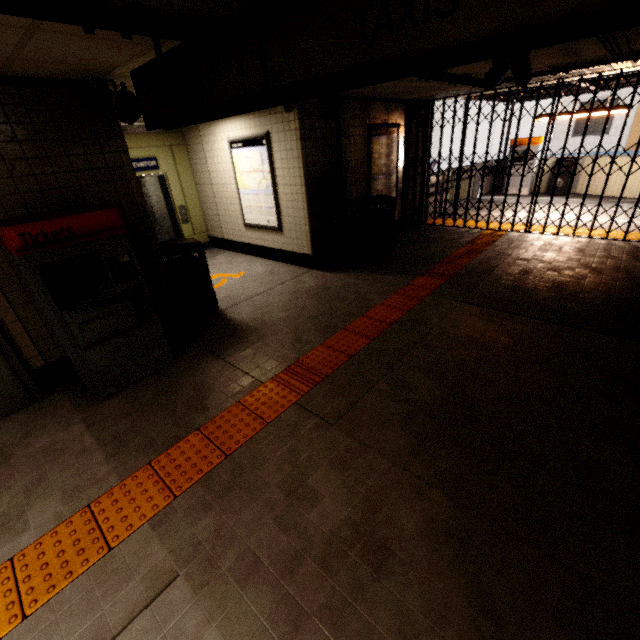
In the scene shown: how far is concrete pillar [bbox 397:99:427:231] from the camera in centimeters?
756cm

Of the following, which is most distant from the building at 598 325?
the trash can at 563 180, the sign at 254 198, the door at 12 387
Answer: the trash can at 563 180

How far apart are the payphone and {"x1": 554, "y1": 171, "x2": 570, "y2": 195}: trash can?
9.49m

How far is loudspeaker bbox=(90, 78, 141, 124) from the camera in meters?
3.1 m

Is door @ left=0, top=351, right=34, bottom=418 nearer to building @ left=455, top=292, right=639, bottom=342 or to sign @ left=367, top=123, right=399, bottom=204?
building @ left=455, top=292, right=639, bottom=342

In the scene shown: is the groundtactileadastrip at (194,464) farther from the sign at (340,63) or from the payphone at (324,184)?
the sign at (340,63)

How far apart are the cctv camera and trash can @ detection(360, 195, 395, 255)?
3.01m

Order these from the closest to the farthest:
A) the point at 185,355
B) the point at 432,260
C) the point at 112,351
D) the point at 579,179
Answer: the point at 112,351, the point at 185,355, the point at 432,260, the point at 579,179
